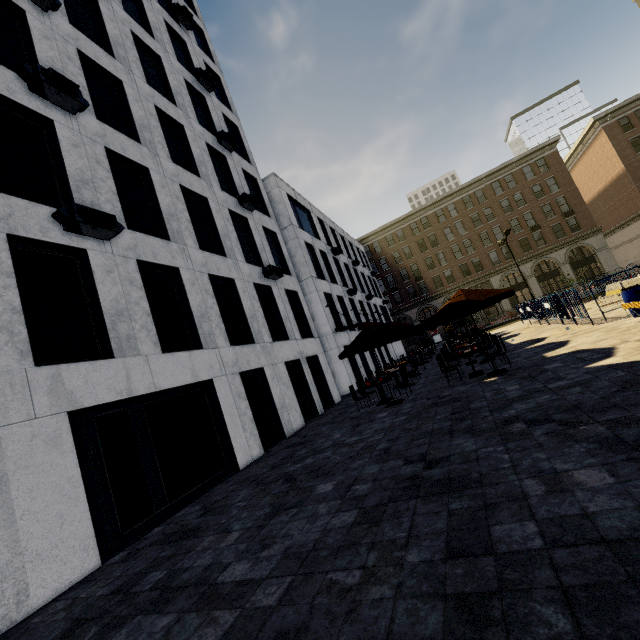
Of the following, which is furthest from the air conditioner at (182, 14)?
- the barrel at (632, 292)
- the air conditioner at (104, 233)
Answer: the barrel at (632, 292)

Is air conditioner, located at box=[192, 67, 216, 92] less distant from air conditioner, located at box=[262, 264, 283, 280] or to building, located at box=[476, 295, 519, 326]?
air conditioner, located at box=[262, 264, 283, 280]

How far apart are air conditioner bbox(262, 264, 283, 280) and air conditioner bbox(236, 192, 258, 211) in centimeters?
347cm

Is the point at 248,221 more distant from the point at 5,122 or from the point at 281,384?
the point at 5,122

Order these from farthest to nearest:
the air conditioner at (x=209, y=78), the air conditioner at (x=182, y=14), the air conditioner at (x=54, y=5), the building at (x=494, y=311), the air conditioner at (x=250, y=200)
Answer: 1. the building at (x=494, y=311)
2. the air conditioner at (x=182, y=14)
3. the air conditioner at (x=209, y=78)
4. the air conditioner at (x=250, y=200)
5. the air conditioner at (x=54, y=5)

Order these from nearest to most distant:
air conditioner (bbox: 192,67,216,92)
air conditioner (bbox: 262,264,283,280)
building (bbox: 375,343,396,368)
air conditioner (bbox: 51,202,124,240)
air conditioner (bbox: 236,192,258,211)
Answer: air conditioner (bbox: 51,202,124,240) → air conditioner (bbox: 262,264,283,280) → air conditioner (bbox: 236,192,258,211) → air conditioner (bbox: 192,67,216,92) → building (bbox: 375,343,396,368)

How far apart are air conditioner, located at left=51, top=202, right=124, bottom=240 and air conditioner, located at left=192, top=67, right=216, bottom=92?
13.50m

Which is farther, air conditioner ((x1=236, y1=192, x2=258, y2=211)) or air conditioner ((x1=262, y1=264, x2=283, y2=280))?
air conditioner ((x1=236, y1=192, x2=258, y2=211))
